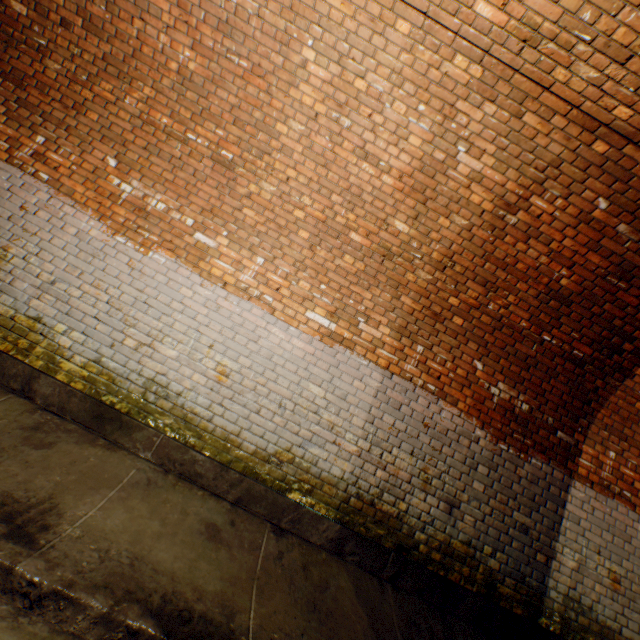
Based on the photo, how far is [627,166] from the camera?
3.1 meters
